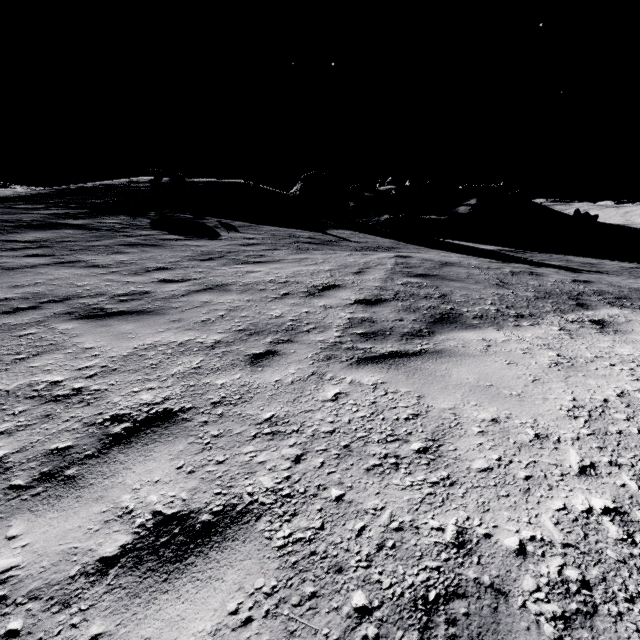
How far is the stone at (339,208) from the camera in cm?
2414

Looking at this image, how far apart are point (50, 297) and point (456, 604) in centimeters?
664cm

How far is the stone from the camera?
24.14m
